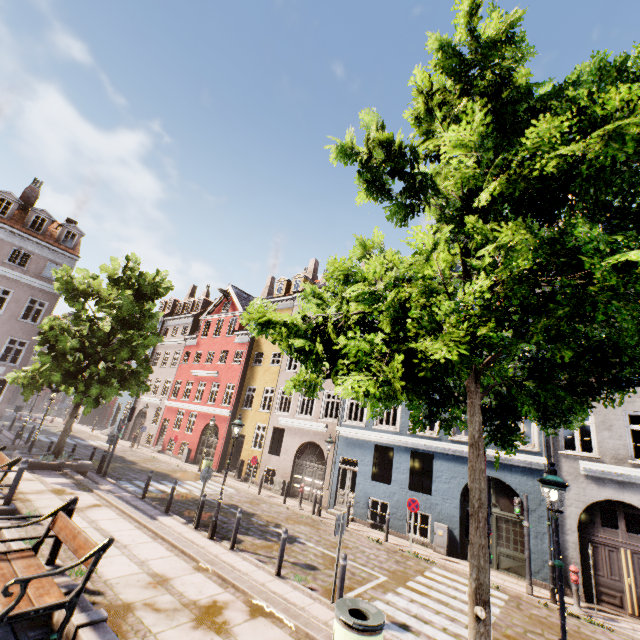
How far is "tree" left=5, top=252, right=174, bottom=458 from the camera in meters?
14.2

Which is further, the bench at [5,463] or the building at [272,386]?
the building at [272,386]

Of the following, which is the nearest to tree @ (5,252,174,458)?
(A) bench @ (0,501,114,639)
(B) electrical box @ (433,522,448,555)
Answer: (A) bench @ (0,501,114,639)

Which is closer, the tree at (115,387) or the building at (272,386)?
the tree at (115,387)

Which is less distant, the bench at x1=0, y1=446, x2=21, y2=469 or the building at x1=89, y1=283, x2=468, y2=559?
the bench at x1=0, y1=446, x2=21, y2=469

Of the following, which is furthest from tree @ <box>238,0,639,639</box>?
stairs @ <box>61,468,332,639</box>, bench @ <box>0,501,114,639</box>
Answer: bench @ <box>0,501,114,639</box>

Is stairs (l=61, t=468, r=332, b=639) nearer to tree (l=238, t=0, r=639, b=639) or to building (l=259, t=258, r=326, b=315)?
tree (l=238, t=0, r=639, b=639)

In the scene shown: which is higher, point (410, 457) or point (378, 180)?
point (378, 180)
